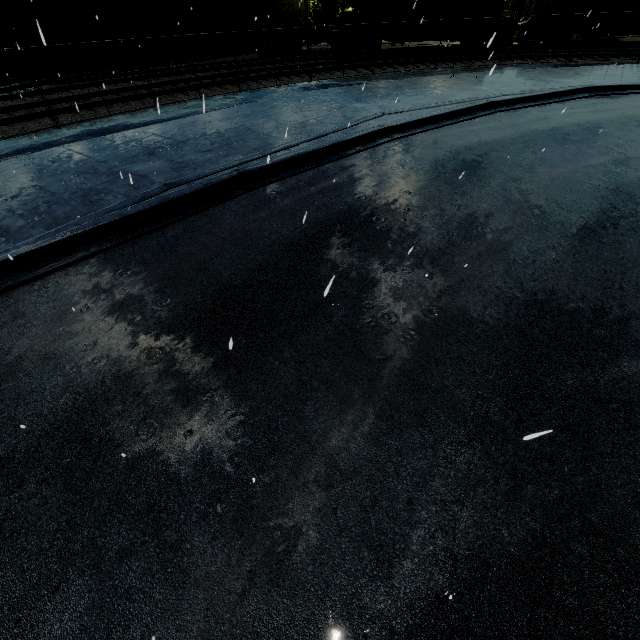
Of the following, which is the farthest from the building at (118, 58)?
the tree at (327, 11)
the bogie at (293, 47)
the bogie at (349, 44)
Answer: the bogie at (349, 44)

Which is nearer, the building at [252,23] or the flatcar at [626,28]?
the building at [252,23]

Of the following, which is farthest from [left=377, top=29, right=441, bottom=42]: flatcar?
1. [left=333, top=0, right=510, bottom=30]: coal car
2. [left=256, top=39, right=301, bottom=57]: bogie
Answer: [left=256, top=39, right=301, bottom=57]: bogie

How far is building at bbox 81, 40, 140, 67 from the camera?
21.1m

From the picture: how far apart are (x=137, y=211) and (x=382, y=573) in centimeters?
663cm

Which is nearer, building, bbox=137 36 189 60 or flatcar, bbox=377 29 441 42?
flatcar, bbox=377 29 441 42

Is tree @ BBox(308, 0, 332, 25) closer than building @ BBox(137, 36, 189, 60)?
No
